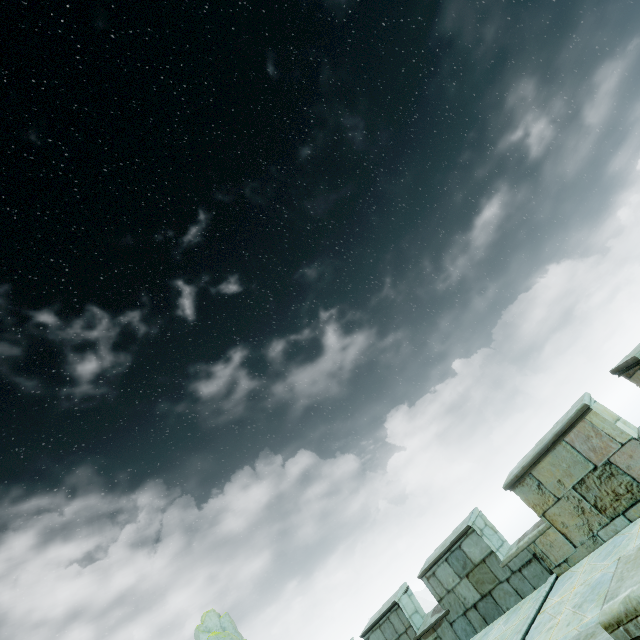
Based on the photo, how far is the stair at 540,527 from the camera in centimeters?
591cm

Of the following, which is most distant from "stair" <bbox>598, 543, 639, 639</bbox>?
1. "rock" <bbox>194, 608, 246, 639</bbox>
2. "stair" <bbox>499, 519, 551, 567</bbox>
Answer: "rock" <bbox>194, 608, 246, 639</bbox>

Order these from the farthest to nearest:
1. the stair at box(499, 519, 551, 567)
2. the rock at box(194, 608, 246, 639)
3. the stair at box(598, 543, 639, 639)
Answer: the rock at box(194, 608, 246, 639)
the stair at box(499, 519, 551, 567)
the stair at box(598, 543, 639, 639)

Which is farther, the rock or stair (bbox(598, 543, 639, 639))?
the rock

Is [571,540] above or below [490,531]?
below

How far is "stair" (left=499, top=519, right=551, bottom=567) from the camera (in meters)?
5.91

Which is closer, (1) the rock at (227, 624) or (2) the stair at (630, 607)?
(2) the stair at (630, 607)
